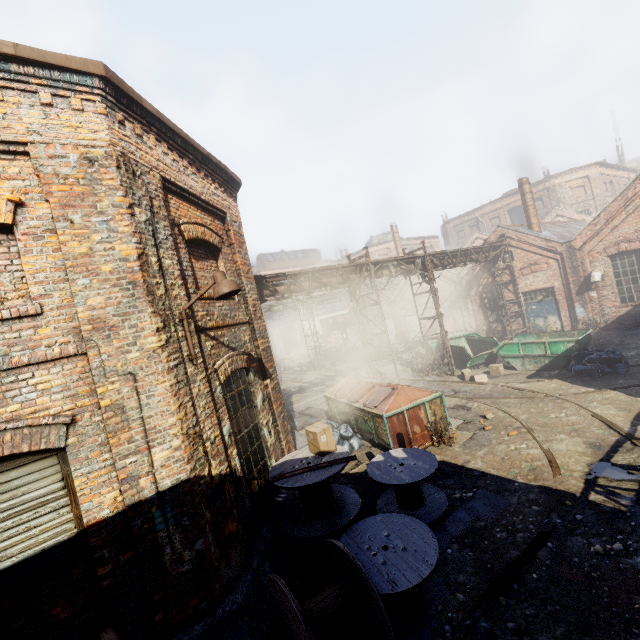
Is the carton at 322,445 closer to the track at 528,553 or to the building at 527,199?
the track at 528,553

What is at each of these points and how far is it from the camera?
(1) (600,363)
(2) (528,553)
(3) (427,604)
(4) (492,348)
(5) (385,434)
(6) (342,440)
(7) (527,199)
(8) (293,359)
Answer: (1) trash bag, 12.0 meters
(2) track, 5.2 meters
(3) spool, 4.7 meters
(4) container, 17.0 meters
(5) trash container, 9.4 meters
(6) trash bag, 10.8 meters
(7) building, 21.4 meters
(8) trash container, 31.6 meters

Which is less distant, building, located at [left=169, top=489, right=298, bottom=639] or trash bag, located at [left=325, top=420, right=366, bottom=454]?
building, located at [left=169, top=489, right=298, bottom=639]

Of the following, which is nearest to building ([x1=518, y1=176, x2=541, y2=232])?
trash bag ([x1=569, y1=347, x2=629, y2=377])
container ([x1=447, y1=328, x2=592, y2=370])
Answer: container ([x1=447, y1=328, x2=592, y2=370])

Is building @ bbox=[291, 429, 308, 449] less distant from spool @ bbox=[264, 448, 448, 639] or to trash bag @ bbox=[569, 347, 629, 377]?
spool @ bbox=[264, 448, 448, 639]

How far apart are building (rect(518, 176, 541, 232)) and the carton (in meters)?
21.94

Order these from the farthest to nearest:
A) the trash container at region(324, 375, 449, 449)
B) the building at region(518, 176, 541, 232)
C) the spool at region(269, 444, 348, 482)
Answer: the building at region(518, 176, 541, 232), the trash container at region(324, 375, 449, 449), the spool at region(269, 444, 348, 482)

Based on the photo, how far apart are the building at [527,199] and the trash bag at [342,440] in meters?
18.9
